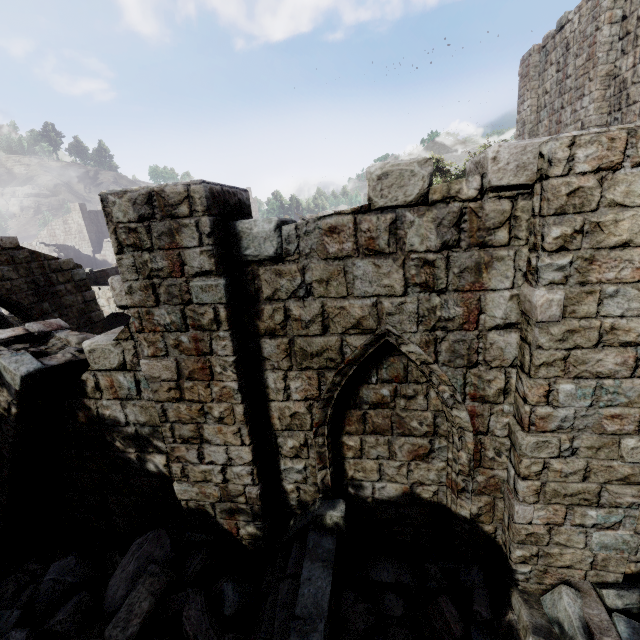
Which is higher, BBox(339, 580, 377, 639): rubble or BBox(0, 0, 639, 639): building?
BBox(0, 0, 639, 639): building

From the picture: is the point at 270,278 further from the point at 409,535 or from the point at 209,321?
the point at 409,535

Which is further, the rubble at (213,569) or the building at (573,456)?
the rubble at (213,569)

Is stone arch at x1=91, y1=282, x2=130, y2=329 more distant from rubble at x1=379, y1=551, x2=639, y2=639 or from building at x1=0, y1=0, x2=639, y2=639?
rubble at x1=379, y1=551, x2=639, y2=639

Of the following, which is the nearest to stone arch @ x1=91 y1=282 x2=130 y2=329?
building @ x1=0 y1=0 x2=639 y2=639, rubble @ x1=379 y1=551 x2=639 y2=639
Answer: building @ x1=0 y1=0 x2=639 y2=639

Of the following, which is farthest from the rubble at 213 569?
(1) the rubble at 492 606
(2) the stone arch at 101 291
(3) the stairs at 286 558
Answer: (2) the stone arch at 101 291

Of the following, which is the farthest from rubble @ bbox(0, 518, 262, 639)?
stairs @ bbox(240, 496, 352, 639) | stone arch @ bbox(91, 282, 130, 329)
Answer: stone arch @ bbox(91, 282, 130, 329)

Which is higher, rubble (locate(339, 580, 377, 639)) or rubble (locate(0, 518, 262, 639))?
rubble (locate(0, 518, 262, 639))
